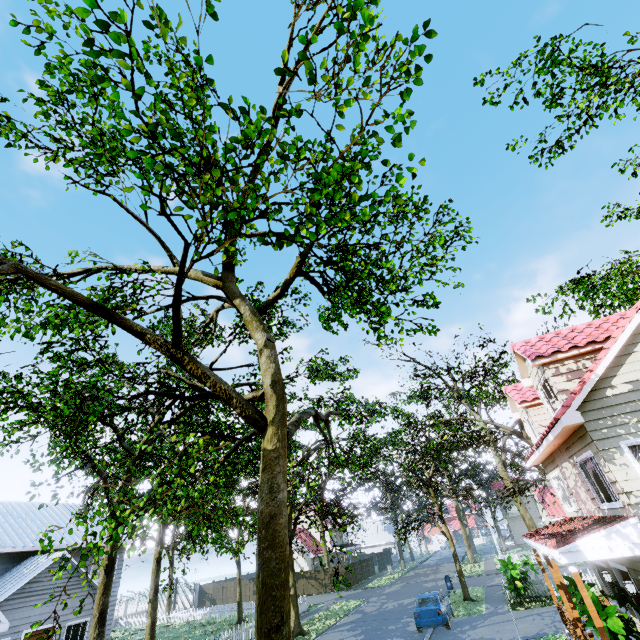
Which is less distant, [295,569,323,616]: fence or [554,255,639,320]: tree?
[554,255,639,320]: tree

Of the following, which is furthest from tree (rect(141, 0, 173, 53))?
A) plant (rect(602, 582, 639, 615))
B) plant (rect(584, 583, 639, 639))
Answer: plant (rect(602, 582, 639, 615))

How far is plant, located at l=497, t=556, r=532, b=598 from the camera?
18.5 meters

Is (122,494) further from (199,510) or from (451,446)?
(451,446)

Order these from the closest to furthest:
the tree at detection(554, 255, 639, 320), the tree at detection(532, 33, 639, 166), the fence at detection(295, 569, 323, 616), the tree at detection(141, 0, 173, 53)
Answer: the tree at detection(141, 0, 173, 53), the tree at detection(532, 33, 639, 166), the tree at detection(554, 255, 639, 320), the fence at detection(295, 569, 323, 616)

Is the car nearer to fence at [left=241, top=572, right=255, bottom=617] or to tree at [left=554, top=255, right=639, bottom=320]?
tree at [left=554, top=255, right=639, bottom=320]

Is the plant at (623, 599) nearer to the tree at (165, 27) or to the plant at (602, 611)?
the plant at (602, 611)

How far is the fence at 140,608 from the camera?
31.81m
